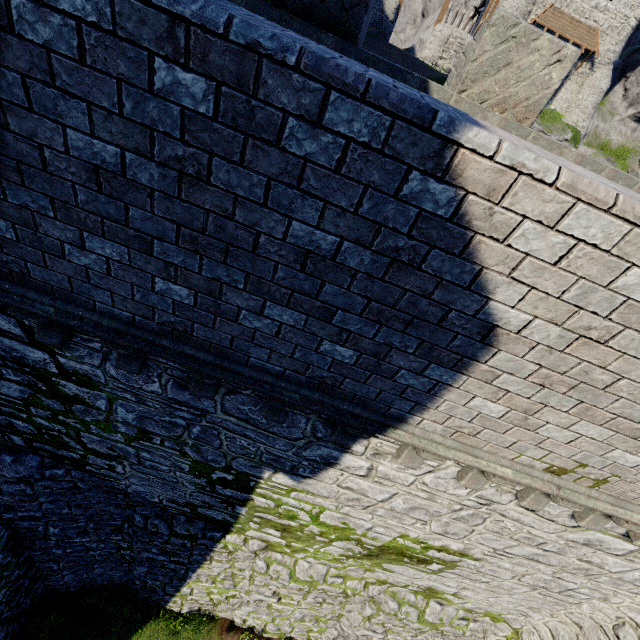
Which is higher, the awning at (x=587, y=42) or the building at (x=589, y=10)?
the building at (x=589, y=10)

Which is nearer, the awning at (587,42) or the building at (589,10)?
the building at (589,10)

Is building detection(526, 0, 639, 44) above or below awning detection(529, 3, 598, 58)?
above

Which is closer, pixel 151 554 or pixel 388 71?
pixel 388 71

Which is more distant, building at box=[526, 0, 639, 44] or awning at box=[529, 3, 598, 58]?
awning at box=[529, 3, 598, 58]
